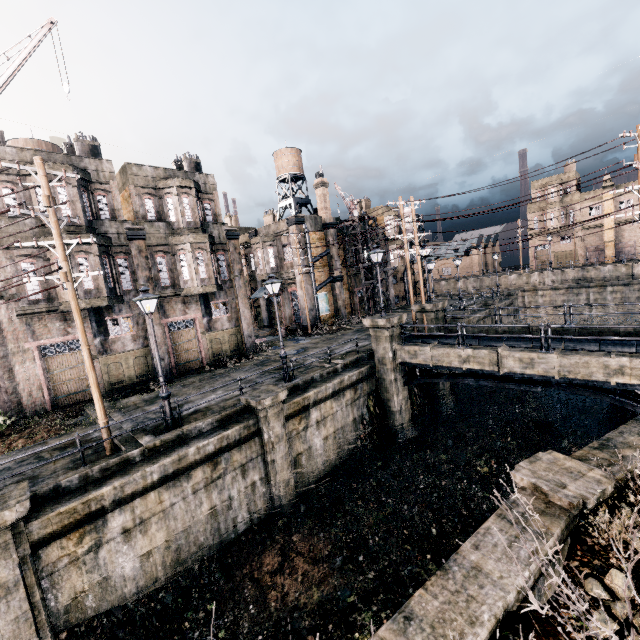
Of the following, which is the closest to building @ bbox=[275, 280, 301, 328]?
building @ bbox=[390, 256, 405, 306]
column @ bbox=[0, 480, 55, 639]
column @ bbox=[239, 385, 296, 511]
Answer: building @ bbox=[390, 256, 405, 306]

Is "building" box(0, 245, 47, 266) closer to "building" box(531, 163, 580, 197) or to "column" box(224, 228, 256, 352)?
"column" box(224, 228, 256, 352)

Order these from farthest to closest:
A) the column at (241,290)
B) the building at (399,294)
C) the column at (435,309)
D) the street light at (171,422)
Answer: the building at (399,294), the column at (241,290), the column at (435,309), the street light at (171,422)

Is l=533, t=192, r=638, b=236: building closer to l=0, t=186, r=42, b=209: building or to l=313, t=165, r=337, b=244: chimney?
l=313, t=165, r=337, b=244: chimney

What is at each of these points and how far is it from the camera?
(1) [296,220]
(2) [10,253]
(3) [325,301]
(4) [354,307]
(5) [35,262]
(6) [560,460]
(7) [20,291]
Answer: (1) column, 32.3 meters
(2) building, 16.3 meters
(3) building, 35.9 meters
(4) building, 39.4 meters
(5) building, 17.0 meters
(6) column, 8.0 meters
(7) building, 16.6 meters

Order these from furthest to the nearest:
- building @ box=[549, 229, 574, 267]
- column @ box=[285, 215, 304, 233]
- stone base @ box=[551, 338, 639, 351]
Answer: building @ box=[549, 229, 574, 267]
column @ box=[285, 215, 304, 233]
stone base @ box=[551, 338, 639, 351]

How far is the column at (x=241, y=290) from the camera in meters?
24.7 m

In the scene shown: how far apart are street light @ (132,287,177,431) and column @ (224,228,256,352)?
11.95m
